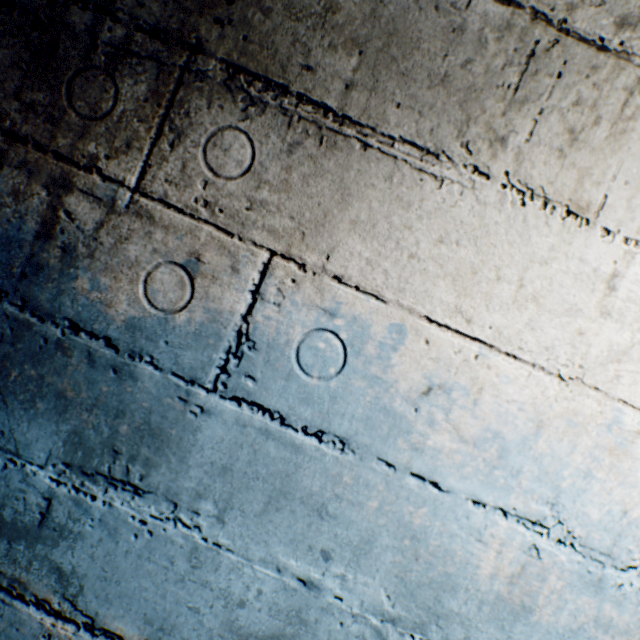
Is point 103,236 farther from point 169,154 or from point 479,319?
point 479,319
